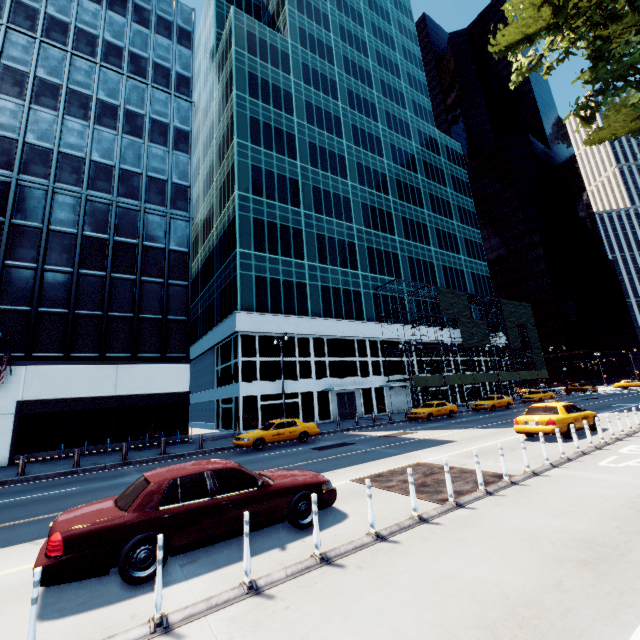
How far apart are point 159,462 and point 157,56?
37.4 meters

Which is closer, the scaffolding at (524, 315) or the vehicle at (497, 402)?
the vehicle at (497, 402)

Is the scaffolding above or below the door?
above

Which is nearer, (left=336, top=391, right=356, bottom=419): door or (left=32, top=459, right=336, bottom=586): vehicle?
(left=32, top=459, right=336, bottom=586): vehicle

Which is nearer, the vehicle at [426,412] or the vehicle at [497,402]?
the vehicle at [426,412]

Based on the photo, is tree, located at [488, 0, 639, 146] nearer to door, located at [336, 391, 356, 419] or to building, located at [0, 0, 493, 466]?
building, located at [0, 0, 493, 466]

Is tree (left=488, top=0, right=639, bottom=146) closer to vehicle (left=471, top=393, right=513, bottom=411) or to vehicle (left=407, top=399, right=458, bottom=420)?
vehicle (left=407, top=399, right=458, bottom=420)

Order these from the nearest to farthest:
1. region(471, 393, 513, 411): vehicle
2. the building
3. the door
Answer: the building < region(471, 393, 513, 411): vehicle < the door
